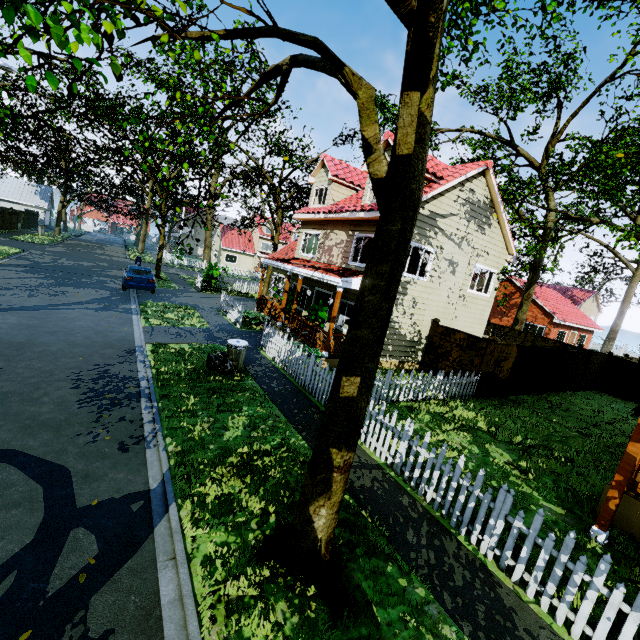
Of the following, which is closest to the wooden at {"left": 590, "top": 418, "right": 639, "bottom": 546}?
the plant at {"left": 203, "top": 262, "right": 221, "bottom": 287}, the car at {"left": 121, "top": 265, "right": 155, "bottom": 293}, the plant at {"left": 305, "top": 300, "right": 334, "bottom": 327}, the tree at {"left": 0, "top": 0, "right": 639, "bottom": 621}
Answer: the tree at {"left": 0, "top": 0, "right": 639, "bottom": 621}

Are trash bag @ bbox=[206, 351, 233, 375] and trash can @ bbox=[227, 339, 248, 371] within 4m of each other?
yes

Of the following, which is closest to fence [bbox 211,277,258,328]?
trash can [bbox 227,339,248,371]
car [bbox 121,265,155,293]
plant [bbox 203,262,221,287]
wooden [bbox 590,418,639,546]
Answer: plant [bbox 203,262,221,287]

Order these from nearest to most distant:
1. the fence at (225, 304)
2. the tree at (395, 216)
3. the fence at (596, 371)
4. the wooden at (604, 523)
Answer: the tree at (395, 216), the wooden at (604, 523), the fence at (225, 304), the fence at (596, 371)

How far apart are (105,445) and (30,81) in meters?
5.5 m

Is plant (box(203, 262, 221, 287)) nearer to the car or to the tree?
the tree

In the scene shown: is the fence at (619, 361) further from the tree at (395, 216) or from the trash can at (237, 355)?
the trash can at (237, 355)

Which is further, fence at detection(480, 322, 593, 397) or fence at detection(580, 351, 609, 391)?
fence at detection(580, 351, 609, 391)
